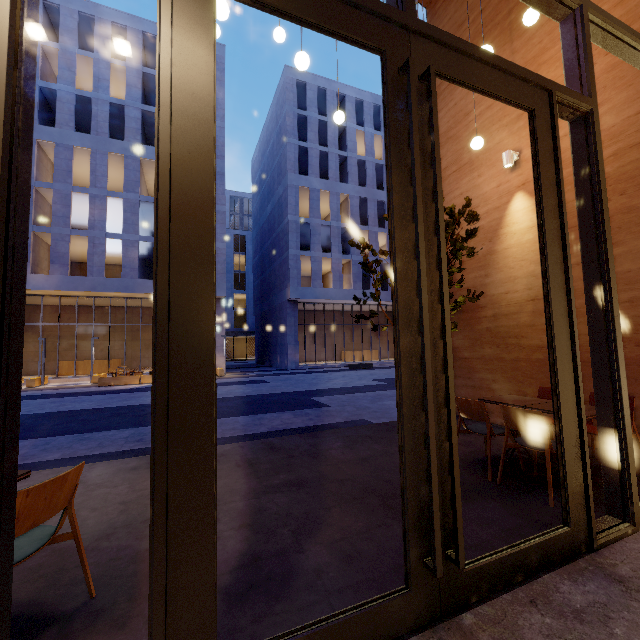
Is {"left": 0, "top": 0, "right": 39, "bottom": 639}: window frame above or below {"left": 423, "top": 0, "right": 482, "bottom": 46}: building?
below

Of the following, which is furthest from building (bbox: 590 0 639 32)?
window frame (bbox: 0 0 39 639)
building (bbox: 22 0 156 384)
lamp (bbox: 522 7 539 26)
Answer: building (bbox: 22 0 156 384)

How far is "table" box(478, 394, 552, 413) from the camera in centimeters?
363cm

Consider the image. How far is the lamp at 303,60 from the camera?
3.92m

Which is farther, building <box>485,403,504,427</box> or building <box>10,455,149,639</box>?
building <box>485,403,504,427</box>

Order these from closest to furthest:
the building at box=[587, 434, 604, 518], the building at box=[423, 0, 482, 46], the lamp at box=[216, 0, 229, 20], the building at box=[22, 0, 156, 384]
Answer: the building at box=[587, 434, 604, 518] → the lamp at box=[216, 0, 229, 20] → the building at box=[423, 0, 482, 46] → the building at box=[22, 0, 156, 384]

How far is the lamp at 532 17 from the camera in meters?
4.2 m

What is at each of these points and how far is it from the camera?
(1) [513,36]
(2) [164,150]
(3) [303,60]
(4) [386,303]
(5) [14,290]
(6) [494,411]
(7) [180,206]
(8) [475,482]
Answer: (1) building, 5.68m
(2) window frame, 1.41m
(3) lamp, 3.94m
(4) building, 32.19m
(5) window frame, 1.24m
(6) building, 5.98m
(7) door, 1.45m
(8) building, 3.51m
